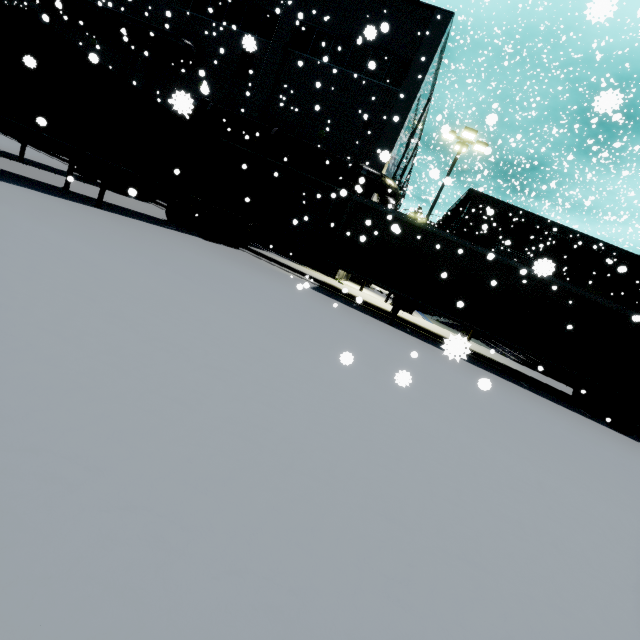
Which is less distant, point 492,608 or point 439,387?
point 492,608

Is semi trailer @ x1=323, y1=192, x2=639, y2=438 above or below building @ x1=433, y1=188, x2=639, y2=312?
below

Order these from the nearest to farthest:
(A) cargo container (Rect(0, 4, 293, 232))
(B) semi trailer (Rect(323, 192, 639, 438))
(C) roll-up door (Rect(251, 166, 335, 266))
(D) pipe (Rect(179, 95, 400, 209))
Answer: (A) cargo container (Rect(0, 4, 293, 232)), (B) semi trailer (Rect(323, 192, 639, 438)), (D) pipe (Rect(179, 95, 400, 209)), (C) roll-up door (Rect(251, 166, 335, 266))

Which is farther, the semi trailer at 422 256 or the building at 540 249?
the building at 540 249

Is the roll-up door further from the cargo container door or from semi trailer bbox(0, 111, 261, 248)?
the cargo container door

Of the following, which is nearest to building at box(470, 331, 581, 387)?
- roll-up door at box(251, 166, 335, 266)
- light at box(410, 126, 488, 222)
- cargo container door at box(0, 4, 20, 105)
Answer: roll-up door at box(251, 166, 335, 266)

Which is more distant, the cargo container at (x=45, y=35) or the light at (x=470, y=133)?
the light at (x=470, y=133)

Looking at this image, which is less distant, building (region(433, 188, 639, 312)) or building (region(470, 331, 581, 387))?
building (region(470, 331, 581, 387))
